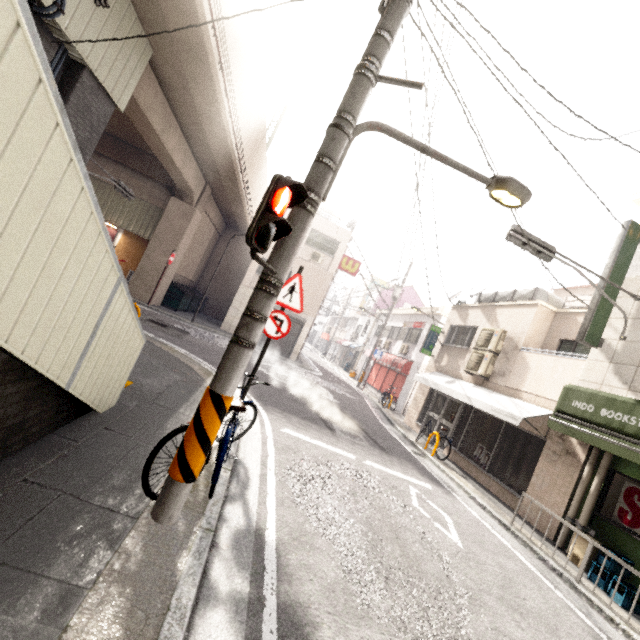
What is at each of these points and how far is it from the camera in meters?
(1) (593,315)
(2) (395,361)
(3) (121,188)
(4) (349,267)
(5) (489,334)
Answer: (1) sign, 6.9 m
(2) awning, 19.7 m
(3) traffic light, 10.4 m
(4) sign, 20.6 m
(5) air conditioner, 11.4 m

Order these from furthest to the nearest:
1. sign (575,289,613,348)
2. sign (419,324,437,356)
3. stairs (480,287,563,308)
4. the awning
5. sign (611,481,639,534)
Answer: the awning < sign (419,324,437,356) < stairs (480,287,563,308) < sign (575,289,613,348) < sign (611,481,639,534)

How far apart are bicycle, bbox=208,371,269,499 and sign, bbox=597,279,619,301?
7.04m

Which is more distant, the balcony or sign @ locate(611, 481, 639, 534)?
the balcony

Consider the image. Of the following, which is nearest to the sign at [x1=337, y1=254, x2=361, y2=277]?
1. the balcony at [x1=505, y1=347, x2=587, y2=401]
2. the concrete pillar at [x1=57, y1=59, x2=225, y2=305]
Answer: the concrete pillar at [x1=57, y1=59, x2=225, y2=305]

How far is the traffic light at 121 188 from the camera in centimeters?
878cm

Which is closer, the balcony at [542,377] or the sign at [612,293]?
the sign at [612,293]

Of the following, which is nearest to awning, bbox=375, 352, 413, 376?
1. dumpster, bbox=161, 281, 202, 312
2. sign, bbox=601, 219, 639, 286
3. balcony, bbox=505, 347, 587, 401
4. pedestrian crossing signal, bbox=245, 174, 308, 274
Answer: balcony, bbox=505, 347, 587, 401
